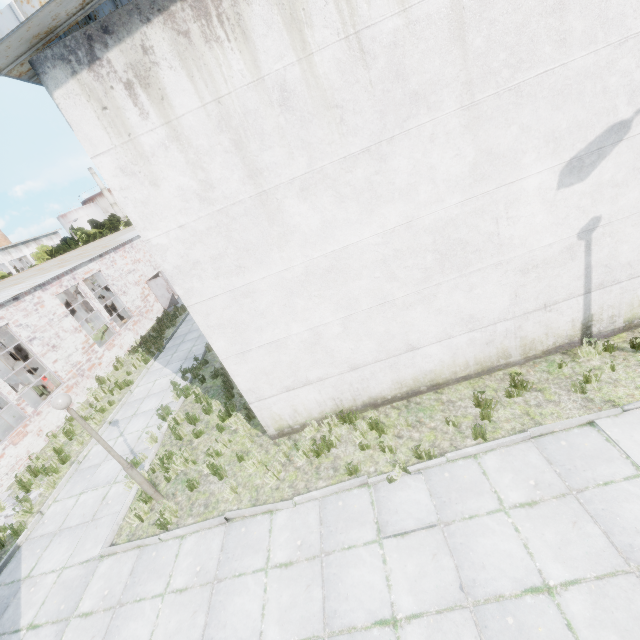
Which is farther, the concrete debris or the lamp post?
the concrete debris

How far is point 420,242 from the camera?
5.8 meters

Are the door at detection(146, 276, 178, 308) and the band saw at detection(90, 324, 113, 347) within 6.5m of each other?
yes

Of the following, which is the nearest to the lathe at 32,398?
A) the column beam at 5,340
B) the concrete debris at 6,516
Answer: the concrete debris at 6,516

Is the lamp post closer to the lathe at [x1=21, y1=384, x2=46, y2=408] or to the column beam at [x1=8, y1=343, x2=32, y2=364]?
the lathe at [x1=21, y1=384, x2=46, y2=408]

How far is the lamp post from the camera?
6.0 meters

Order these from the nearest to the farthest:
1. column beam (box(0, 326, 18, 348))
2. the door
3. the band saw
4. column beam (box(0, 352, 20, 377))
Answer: column beam (box(0, 352, 20, 377)), the band saw, column beam (box(0, 326, 18, 348)), the door

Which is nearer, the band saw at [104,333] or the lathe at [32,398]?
the lathe at [32,398]
